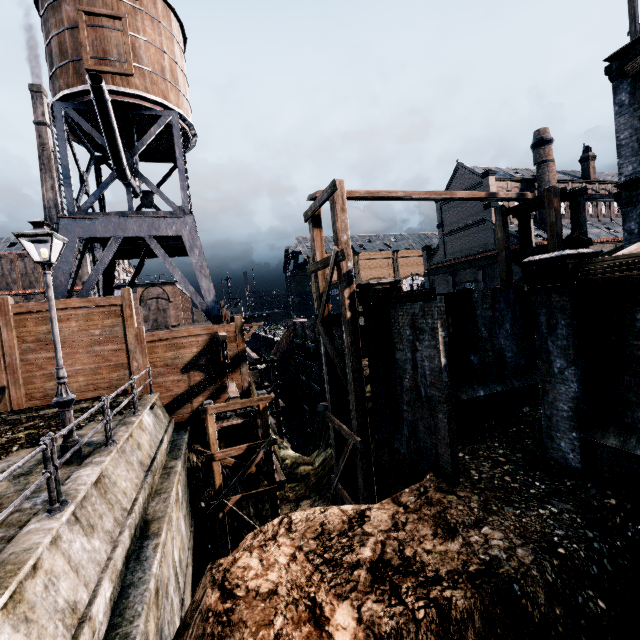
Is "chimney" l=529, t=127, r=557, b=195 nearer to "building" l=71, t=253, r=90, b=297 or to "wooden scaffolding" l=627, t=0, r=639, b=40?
"wooden scaffolding" l=627, t=0, r=639, b=40

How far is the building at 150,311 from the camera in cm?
5784

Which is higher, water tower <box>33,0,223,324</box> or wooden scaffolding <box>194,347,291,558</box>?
water tower <box>33,0,223,324</box>

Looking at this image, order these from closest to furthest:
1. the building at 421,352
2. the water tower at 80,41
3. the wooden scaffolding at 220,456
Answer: the building at 421,352 < the wooden scaffolding at 220,456 < the water tower at 80,41

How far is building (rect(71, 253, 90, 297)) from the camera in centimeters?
5422cm

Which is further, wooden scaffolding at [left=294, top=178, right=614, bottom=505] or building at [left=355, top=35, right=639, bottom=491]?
wooden scaffolding at [left=294, top=178, right=614, bottom=505]

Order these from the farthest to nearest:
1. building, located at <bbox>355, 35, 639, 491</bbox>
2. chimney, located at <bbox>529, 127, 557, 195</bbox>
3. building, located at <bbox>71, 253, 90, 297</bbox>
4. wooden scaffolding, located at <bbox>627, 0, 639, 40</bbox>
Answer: building, located at <bbox>71, 253, 90, 297</bbox> < chimney, located at <bbox>529, 127, 557, 195</bbox> < wooden scaffolding, located at <bbox>627, 0, 639, 40</bbox> < building, located at <bbox>355, 35, 639, 491</bbox>

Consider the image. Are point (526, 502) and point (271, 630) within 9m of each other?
yes
